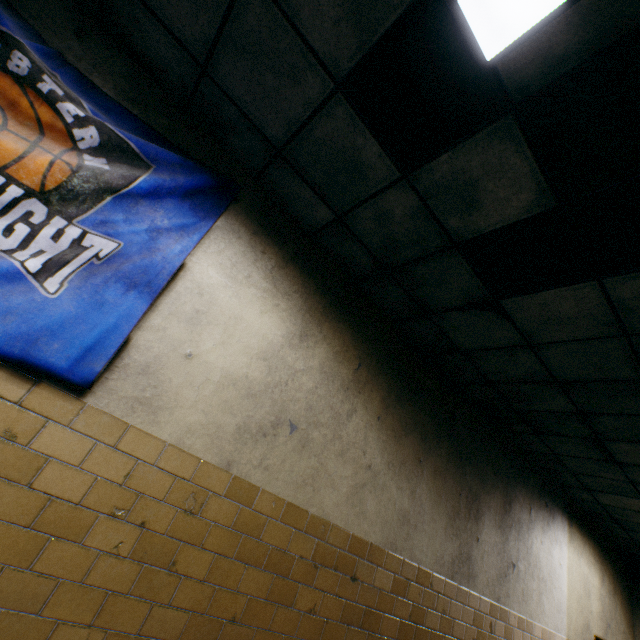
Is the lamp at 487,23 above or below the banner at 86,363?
above

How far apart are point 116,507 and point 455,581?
3.5m

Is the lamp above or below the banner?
above
